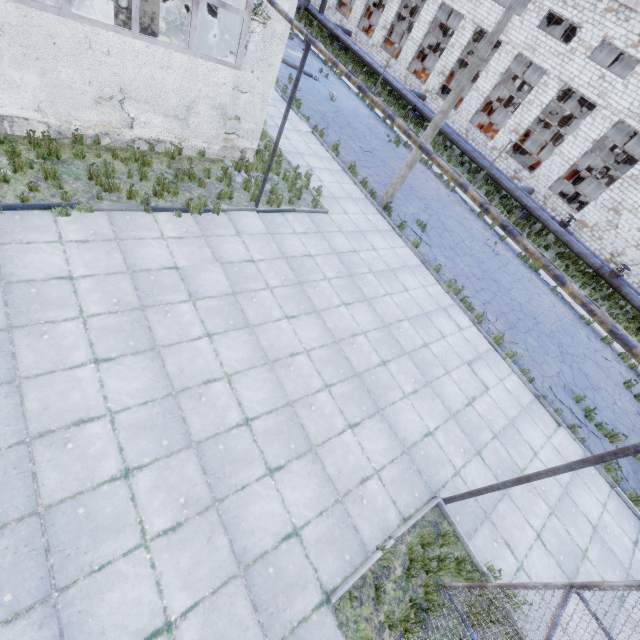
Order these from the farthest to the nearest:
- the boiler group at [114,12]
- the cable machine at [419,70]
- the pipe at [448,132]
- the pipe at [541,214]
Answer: the cable machine at [419,70], the pipe at [448,132], the pipe at [541,214], the boiler group at [114,12]

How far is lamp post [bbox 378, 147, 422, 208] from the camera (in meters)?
12.49

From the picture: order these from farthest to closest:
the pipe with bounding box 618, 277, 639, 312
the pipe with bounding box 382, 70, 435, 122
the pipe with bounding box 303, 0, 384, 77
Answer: the pipe with bounding box 303, 0, 384, 77 < the pipe with bounding box 382, 70, 435, 122 < the pipe with bounding box 618, 277, 639, 312

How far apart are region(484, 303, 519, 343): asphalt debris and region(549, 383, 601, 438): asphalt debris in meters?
1.7 m

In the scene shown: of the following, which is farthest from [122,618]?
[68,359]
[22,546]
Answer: [68,359]

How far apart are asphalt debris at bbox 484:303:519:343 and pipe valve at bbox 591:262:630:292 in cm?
1171

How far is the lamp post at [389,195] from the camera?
12.49m

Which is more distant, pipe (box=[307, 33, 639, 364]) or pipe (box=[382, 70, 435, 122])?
pipe (box=[382, 70, 435, 122])
